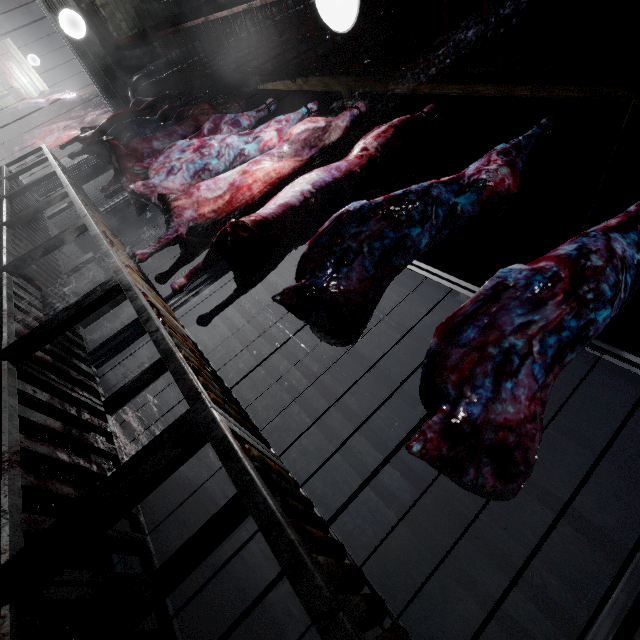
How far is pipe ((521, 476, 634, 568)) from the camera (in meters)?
2.97

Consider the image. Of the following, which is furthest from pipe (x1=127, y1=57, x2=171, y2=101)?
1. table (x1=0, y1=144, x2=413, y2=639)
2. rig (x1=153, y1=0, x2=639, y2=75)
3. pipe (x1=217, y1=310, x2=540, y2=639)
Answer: table (x1=0, y1=144, x2=413, y2=639)

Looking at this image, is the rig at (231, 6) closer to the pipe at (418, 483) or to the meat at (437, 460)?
the meat at (437, 460)

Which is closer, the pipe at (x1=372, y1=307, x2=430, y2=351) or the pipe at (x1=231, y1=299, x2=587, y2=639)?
the pipe at (x1=231, y1=299, x2=587, y2=639)

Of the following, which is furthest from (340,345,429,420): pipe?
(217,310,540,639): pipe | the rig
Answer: (217,310,540,639): pipe

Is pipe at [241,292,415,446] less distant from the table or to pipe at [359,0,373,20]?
pipe at [359,0,373,20]

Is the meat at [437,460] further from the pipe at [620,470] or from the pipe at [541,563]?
the pipe at [541,563]

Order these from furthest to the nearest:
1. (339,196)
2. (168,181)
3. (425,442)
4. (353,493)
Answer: (353,493) < (168,181) < (339,196) < (425,442)
